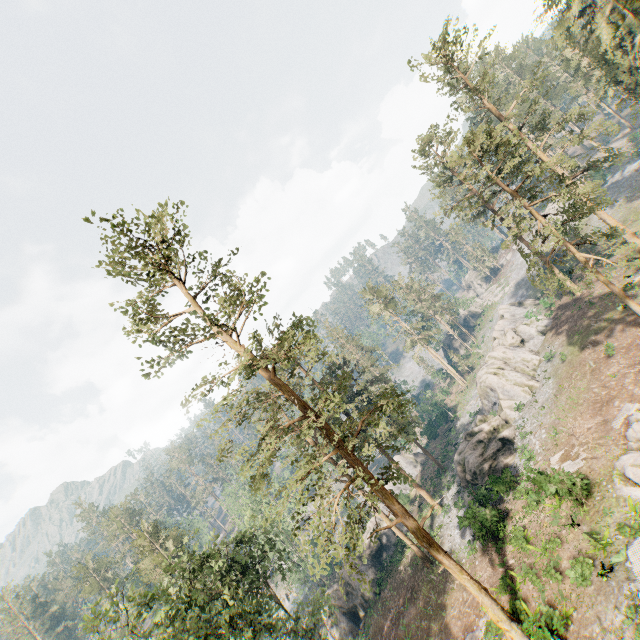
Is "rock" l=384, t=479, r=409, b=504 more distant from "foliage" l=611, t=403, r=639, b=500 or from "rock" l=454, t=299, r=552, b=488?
"rock" l=454, t=299, r=552, b=488

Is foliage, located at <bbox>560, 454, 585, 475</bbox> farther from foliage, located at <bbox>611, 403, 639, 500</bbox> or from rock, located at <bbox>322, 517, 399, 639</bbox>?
rock, located at <bbox>322, 517, 399, 639</bbox>

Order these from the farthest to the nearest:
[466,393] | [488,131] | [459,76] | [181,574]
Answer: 1. [466,393]
2. [181,574]
3. [459,76]
4. [488,131]

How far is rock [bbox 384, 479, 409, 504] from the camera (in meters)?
42.81

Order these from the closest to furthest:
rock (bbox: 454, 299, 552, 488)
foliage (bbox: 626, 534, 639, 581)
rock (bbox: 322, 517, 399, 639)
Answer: foliage (bbox: 626, 534, 639, 581), rock (bbox: 454, 299, 552, 488), rock (bbox: 322, 517, 399, 639)

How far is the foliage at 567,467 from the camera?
19.5 meters

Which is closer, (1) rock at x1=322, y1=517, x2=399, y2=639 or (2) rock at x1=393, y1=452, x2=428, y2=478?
(1) rock at x1=322, y1=517, x2=399, y2=639

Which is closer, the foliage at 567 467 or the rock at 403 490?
the foliage at 567 467
